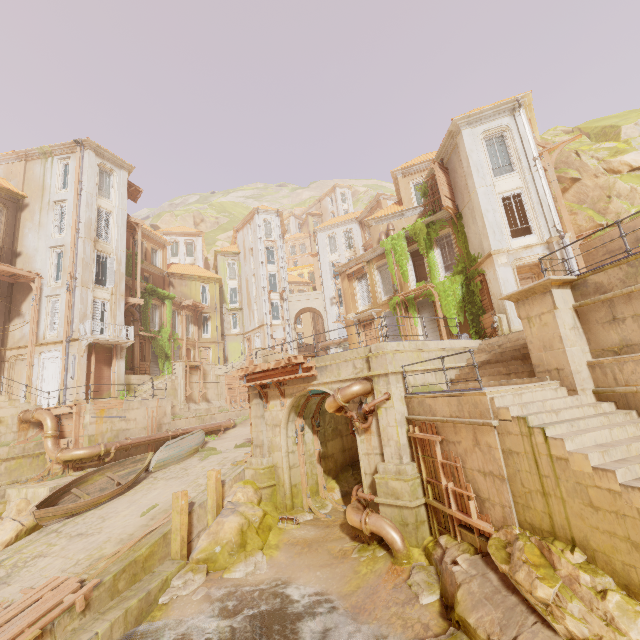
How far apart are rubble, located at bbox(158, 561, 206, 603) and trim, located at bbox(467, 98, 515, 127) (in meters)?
24.18

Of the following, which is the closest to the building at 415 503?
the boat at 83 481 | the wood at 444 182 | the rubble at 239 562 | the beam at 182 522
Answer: the rubble at 239 562

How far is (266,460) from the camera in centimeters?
1418cm

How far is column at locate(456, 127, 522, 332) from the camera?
16.2m

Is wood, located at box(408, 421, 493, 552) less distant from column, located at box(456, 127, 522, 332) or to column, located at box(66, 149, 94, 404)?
column, located at box(456, 127, 522, 332)

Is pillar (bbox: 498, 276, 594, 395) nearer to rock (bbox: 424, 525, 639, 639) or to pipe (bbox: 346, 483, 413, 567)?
rock (bbox: 424, 525, 639, 639)

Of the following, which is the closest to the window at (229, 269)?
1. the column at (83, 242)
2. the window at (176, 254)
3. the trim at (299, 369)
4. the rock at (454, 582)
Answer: the window at (176, 254)

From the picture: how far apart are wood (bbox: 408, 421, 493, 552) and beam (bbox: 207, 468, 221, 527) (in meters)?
7.67
